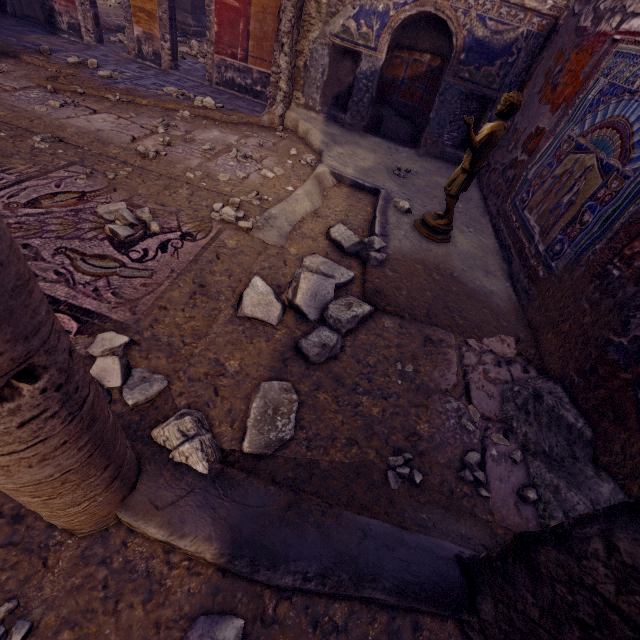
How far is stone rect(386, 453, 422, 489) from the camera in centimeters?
157cm

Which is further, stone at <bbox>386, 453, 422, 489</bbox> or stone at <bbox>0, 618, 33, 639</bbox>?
stone at <bbox>386, 453, 422, 489</bbox>

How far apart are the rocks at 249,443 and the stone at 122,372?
0.2 meters

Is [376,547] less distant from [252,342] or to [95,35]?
[252,342]

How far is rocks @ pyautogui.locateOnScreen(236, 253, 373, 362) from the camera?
1.95m

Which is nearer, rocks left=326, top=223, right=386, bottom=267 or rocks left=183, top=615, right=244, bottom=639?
rocks left=183, top=615, right=244, bottom=639

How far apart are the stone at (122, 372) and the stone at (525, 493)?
1.84m

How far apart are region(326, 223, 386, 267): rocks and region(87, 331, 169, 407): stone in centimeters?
181cm
